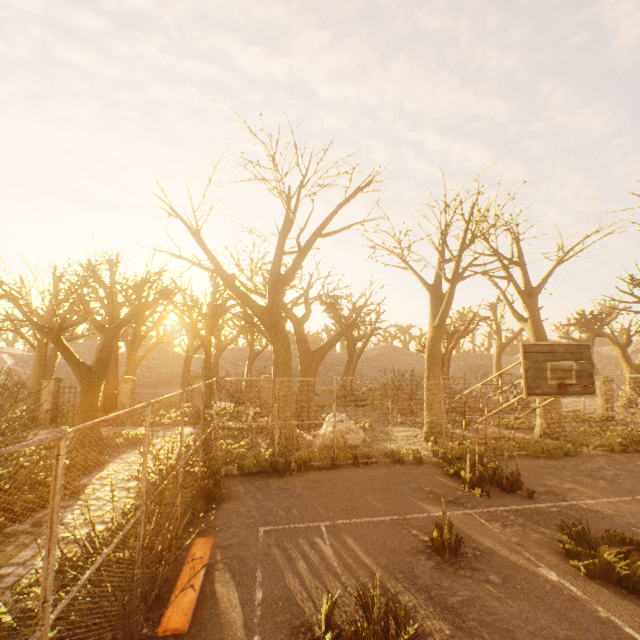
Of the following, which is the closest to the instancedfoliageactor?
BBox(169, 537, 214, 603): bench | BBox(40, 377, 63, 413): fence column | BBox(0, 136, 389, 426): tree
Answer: Answer: BBox(169, 537, 214, 603): bench

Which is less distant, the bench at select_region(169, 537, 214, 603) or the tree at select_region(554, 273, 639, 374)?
the bench at select_region(169, 537, 214, 603)

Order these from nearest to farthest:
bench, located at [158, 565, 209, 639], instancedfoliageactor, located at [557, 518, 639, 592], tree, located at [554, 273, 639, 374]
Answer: bench, located at [158, 565, 209, 639]
instancedfoliageactor, located at [557, 518, 639, 592]
tree, located at [554, 273, 639, 374]

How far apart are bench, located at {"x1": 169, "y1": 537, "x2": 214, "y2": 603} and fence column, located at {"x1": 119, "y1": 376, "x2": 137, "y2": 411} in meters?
15.5 m

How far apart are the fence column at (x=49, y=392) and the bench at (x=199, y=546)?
17.6 meters

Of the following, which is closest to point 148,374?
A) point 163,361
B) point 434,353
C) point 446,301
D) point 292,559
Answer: point 163,361

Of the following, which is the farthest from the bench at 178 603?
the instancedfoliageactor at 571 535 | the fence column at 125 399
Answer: the fence column at 125 399

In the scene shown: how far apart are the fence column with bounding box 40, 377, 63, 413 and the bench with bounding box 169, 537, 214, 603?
17.6 meters
